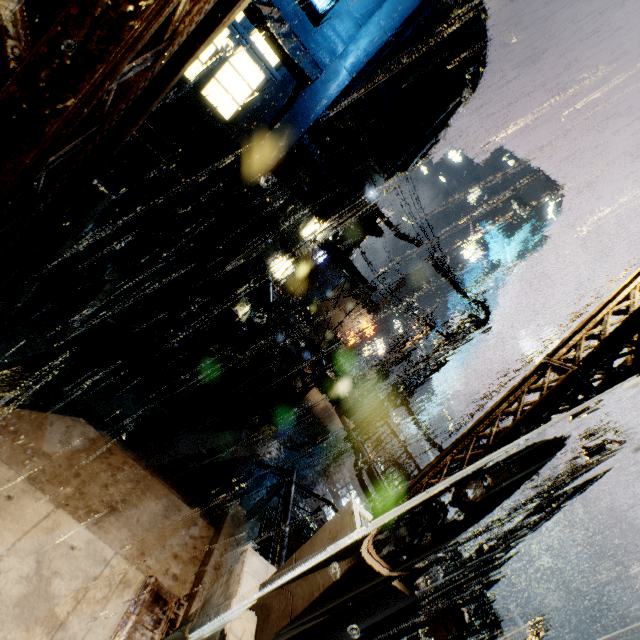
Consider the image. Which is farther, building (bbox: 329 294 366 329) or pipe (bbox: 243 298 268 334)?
building (bbox: 329 294 366 329)

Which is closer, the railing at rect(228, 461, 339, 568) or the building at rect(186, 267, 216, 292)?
the railing at rect(228, 461, 339, 568)

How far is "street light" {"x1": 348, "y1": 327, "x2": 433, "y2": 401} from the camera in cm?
1938

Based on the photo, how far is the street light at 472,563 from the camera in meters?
7.9 m

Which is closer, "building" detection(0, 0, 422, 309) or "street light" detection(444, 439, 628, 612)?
"building" detection(0, 0, 422, 309)

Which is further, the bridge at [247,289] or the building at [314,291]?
the building at [314,291]

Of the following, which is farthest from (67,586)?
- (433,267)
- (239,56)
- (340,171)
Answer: (433,267)

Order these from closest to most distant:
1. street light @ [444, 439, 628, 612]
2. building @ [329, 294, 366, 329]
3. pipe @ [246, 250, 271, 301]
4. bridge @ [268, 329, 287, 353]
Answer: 1. street light @ [444, 439, 628, 612]
2. pipe @ [246, 250, 271, 301]
3. bridge @ [268, 329, 287, 353]
4. building @ [329, 294, 366, 329]
